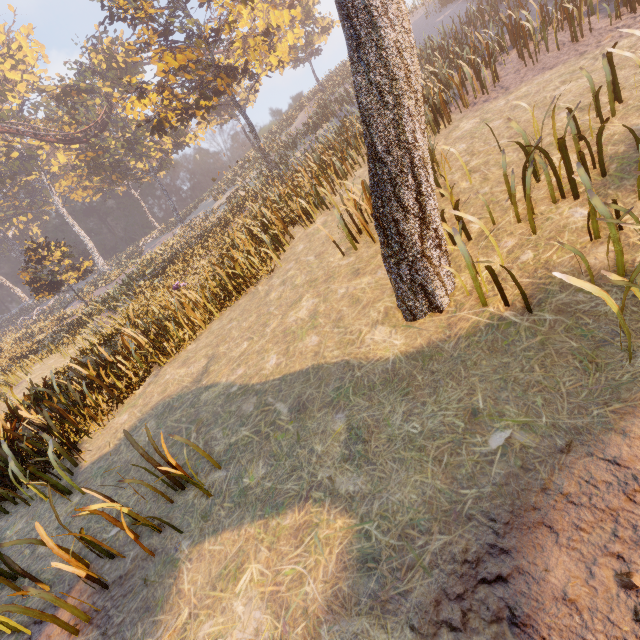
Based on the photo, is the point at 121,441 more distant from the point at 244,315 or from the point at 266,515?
the point at 266,515

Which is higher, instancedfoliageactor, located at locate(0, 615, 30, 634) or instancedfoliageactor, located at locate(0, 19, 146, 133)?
instancedfoliageactor, located at locate(0, 19, 146, 133)

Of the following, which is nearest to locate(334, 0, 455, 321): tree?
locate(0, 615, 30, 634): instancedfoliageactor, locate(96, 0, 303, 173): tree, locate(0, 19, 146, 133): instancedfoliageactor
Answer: locate(0, 615, 30, 634): instancedfoliageactor

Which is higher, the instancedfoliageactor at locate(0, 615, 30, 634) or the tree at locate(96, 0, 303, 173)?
the tree at locate(96, 0, 303, 173)

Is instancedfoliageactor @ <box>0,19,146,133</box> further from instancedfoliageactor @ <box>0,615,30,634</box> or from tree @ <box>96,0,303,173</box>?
instancedfoliageactor @ <box>0,615,30,634</box>

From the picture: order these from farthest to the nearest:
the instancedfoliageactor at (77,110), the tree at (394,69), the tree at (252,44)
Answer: the instancedfoliageactor at (77,110) → the tree at (252,44) → the tree at (394,69)

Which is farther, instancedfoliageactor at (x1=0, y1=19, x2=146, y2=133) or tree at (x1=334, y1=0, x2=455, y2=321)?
instancedfoliageactor at (x1=0, y1=19, x2=146, y2=133)

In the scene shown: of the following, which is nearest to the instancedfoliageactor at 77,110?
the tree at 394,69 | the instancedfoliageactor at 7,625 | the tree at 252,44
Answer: the tree at 252,44
